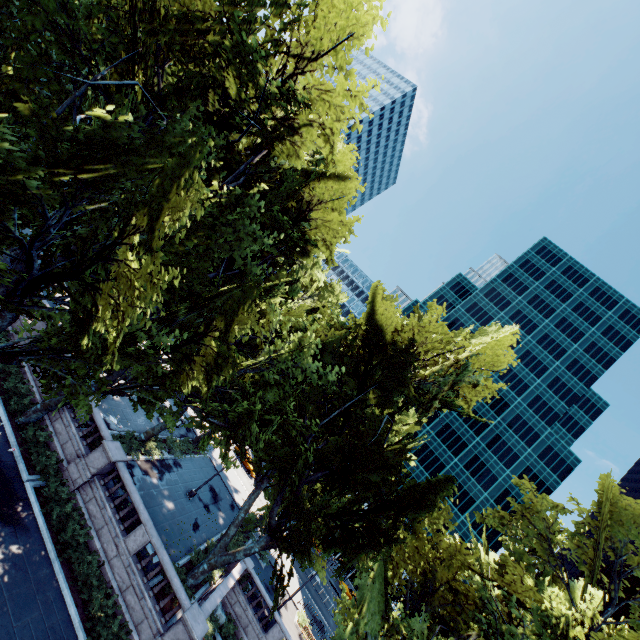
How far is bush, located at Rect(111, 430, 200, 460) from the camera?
23.22m

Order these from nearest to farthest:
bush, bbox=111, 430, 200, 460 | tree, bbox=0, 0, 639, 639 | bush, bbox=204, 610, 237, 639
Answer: tree, bbox=0, 0, 639, 639 < bush, bbox=204, 610, 237, 639 < bush, bbox=111, 430, 200, 460

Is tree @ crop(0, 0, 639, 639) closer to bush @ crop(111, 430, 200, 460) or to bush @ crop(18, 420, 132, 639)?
bush @ crop(111, 430, 200, 460)

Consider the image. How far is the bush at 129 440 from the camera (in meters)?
23.22

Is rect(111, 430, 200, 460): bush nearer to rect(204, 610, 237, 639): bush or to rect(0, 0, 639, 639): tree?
rect(0, 0, 639, 639): tree

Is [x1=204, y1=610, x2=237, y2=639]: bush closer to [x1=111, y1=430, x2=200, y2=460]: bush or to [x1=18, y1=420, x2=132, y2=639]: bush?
[x1=18, y1=420, x2=132, y2=639]: bush

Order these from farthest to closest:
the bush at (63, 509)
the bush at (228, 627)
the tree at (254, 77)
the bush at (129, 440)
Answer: the bush at (129, 440)
the bush at (228, 627)
the bush at (63, 509)
the tree at (254, 77)

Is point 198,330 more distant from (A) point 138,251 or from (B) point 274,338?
(B) point 274,338
